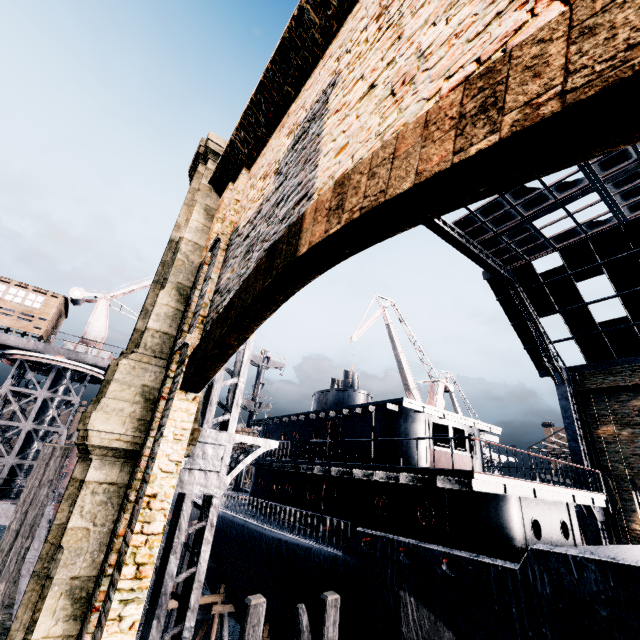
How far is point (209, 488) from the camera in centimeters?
802cm

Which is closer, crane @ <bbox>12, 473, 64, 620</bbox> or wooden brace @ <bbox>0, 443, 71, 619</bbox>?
wooden brace @ <bbox>0, 443, 71, 619</bbox>

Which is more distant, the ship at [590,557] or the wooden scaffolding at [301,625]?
the wooden scaffolding at [301,625]

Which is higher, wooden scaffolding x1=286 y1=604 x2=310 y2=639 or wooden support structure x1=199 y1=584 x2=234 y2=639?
wooden scaffolding x1=286 y1=604 x2=310 y2=639

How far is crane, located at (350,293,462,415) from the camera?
33.81m

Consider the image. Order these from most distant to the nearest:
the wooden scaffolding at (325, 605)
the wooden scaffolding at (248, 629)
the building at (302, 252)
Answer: the wooden scaffolding at (325, 605) → the wooden scaffolding at (248, 629) → the building at (302, 252)

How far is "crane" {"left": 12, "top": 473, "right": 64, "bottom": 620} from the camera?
16.7 meters

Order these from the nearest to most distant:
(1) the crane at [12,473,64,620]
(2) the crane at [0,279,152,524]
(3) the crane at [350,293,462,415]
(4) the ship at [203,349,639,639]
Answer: (4) the ship at [203,349,639,639] < (1) the crane at [12,473,64,620] < (2) the crane at [0,279,152,524] < (3) the crane at [350,293,462,415]
